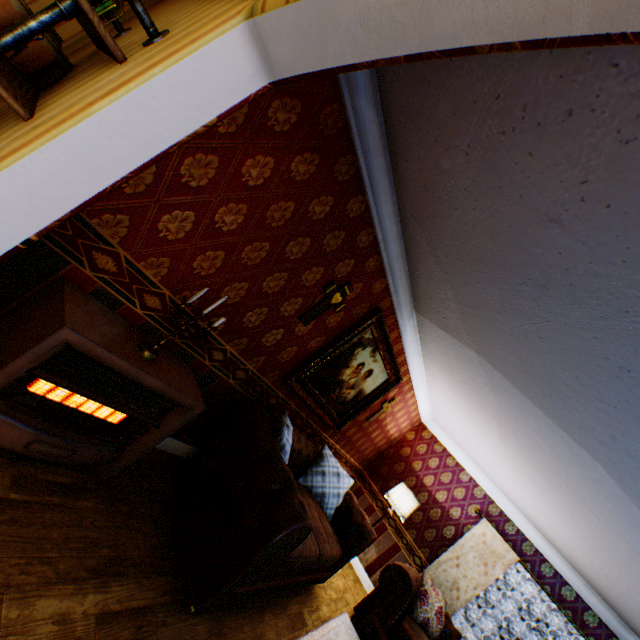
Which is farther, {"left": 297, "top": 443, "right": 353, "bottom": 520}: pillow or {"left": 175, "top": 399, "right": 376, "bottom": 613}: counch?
{"left": 297, "top": 443, "right": 353, "bottom": 520}: pillow

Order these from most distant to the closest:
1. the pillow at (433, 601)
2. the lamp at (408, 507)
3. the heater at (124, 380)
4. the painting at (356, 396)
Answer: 1. the lamp at (408, 507)
2. the pillow at (433, 601)
3. the painting at (356, 396)
4. the heater at (124, 380)

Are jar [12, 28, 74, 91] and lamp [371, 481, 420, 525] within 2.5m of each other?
no

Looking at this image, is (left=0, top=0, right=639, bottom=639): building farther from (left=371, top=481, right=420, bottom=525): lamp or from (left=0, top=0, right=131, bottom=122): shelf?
(left=371, top=481, right=420, bottom=525): lamp

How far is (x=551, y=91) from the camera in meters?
1.3

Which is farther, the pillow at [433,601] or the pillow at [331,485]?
the pillow at [433,601]

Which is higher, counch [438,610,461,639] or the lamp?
the lamp

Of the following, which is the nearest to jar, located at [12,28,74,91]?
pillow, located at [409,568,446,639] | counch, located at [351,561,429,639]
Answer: counch, located at [351,561,429,639]
